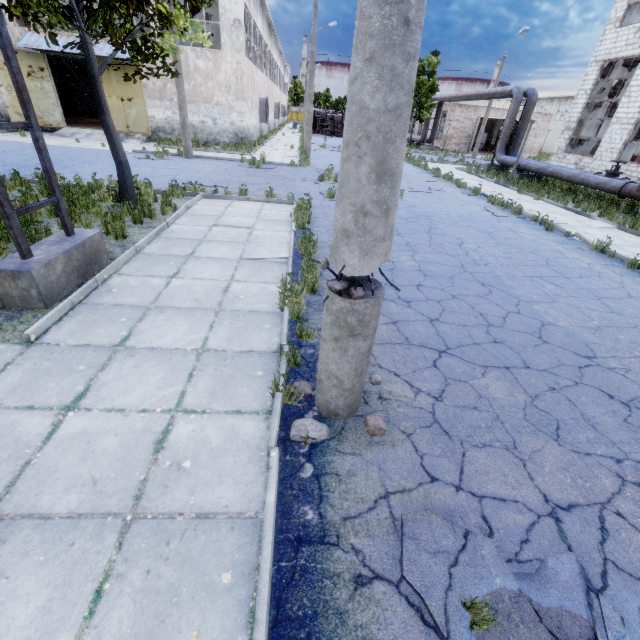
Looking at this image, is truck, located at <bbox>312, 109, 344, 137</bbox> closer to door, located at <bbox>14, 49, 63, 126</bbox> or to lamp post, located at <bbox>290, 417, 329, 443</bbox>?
door, located at <bbox>14, 49, 63, 126</bbox>

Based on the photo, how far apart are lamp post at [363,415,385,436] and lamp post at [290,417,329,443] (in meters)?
0.40

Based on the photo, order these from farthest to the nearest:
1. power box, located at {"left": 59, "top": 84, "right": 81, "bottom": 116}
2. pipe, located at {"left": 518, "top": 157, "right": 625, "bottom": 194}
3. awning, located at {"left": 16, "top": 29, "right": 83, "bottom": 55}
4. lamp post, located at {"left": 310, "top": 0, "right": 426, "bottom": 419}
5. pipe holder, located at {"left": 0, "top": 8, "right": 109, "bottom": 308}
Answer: power box, located at {"left": 59, "top": 84, "right": 81, "bottom": 116}, awning, located at {"left": 16, "top": 29, "right": 83, "bottom": 55}, pipe, located at {"left": 518, "top": 157, "right": 625, "bottom": 194}, pipe holder, located at {"left": 0, "top": 8, "right": 109, "bottom": 308}, lamp post, located at {"left": 310, "top": 0, "right": 426, "bottom": 419}

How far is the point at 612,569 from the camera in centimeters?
238cm

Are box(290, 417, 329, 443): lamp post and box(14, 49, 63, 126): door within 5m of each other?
no

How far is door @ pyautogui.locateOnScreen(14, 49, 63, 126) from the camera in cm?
1905

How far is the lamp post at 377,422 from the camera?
3.2 meters

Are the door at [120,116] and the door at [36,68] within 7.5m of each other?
yes
